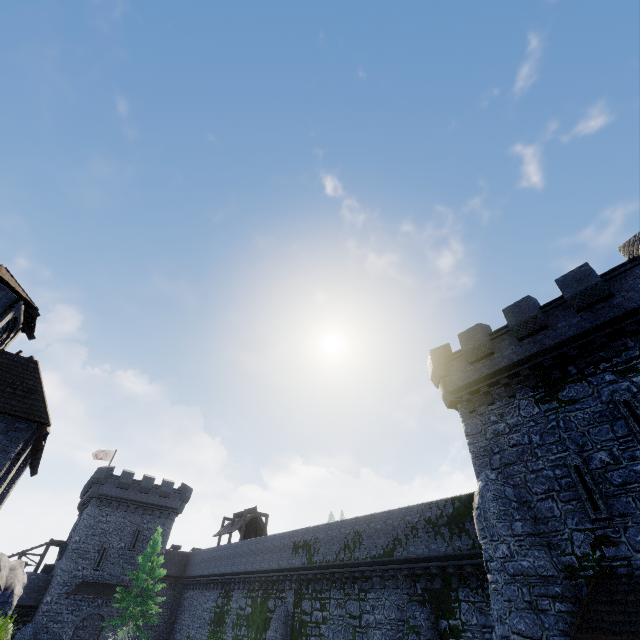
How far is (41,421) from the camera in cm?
1271

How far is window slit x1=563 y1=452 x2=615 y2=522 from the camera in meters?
10.5 m

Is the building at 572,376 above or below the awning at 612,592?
above

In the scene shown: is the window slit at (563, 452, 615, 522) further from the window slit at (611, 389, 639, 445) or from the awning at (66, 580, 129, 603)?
the awning at (66, 580, 129, 603)

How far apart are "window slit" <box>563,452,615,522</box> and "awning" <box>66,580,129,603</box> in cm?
4399

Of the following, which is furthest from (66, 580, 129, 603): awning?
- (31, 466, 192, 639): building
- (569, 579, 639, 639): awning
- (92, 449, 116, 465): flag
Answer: (569, 579, 639, 639): awning

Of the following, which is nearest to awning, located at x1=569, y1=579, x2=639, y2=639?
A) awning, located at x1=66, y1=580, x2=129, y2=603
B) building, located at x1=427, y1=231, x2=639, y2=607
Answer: building, located at x1=427, y1=231, x2=639, y2=607

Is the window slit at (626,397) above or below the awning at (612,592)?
above
